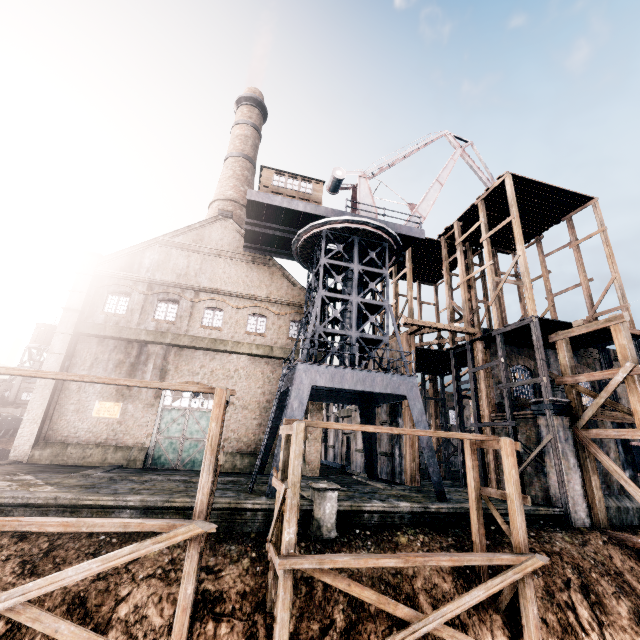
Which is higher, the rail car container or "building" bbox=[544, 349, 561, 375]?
"building" bbox=[544, 349, 561, 375]

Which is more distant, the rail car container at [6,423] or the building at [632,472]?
the rail car container at [6,423]

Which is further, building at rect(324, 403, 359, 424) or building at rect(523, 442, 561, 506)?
building at rect(324, 403, 359, 424)

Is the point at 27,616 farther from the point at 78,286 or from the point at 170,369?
the point at 78,286

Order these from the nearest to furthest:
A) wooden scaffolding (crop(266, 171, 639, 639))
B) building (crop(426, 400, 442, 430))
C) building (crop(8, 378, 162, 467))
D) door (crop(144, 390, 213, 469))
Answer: wooden scaffolding (crop(266, 171, 639, 639)), building (crop(8, 378, 162, 467)), door (crop(144, 390, 213, 469)), building (crop(426, 400, 442, 430))

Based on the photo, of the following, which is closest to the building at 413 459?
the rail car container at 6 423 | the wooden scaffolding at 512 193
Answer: the wooden scaffolding at 512 193

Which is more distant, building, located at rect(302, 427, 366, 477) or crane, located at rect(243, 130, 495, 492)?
building, located at rect(302, 427, 366, 477)
